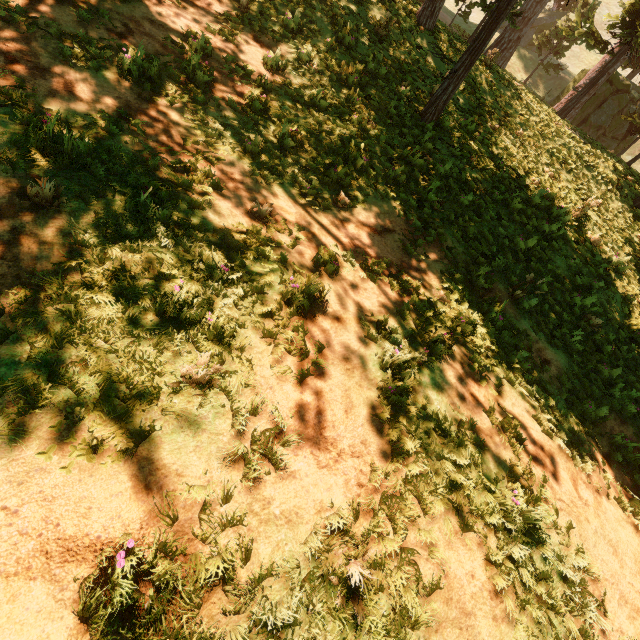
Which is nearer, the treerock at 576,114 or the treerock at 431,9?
the treerock at 576,114

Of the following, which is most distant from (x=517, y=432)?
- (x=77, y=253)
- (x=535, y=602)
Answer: (x=77, y=253)

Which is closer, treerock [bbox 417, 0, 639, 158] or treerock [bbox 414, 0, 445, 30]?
treerock [bbox 417, 0, 639, 158]
